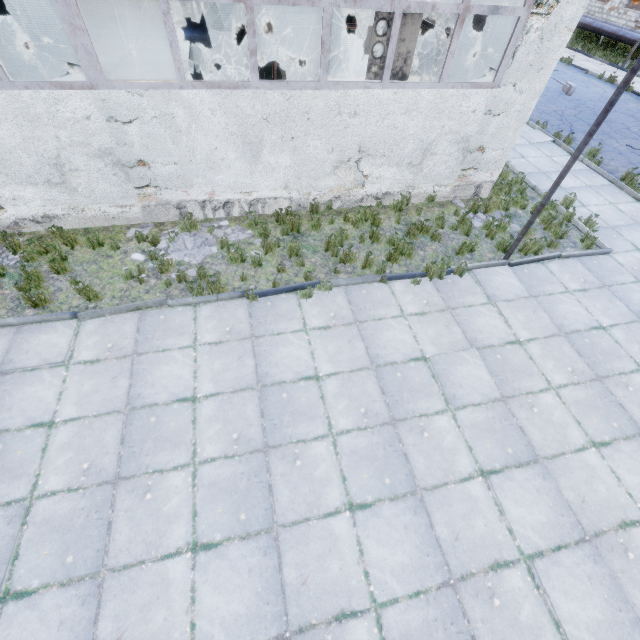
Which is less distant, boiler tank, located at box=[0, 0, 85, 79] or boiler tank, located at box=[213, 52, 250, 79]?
boiler tank, located at box=[0, 0, 85, 79]

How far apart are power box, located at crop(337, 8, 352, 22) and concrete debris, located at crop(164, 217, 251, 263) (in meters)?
15.38

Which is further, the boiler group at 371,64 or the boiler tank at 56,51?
the boiler tank at 56,51

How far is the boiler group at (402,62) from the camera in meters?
5.9

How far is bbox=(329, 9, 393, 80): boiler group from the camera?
5.8 meters

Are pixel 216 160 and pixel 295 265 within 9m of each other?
yes

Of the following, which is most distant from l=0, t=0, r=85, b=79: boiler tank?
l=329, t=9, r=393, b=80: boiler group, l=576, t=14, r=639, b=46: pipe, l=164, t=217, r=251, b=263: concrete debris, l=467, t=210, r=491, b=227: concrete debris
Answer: l=576, t=14, r=639, b=46: pipe
